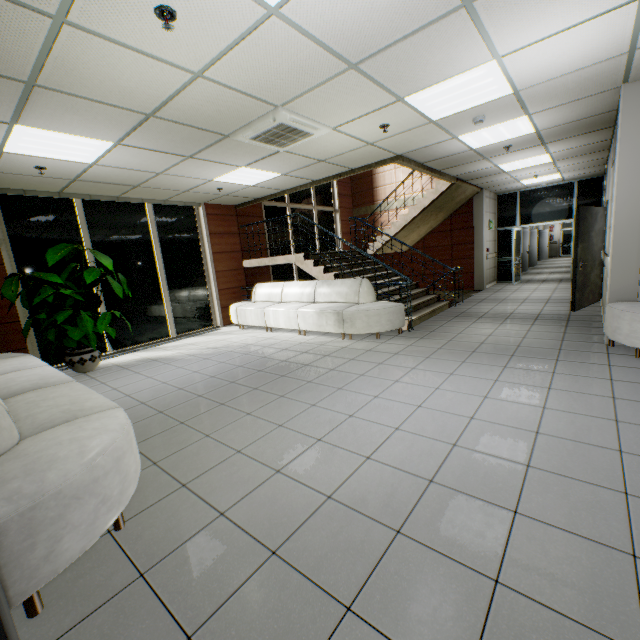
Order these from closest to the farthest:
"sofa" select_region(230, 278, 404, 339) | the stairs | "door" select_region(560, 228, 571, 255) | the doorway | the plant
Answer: the plant
"sofa" select_region(230, 278, 404, 339)
the stairs
the doorway
"door" select_region(560, 228, 571, 255)

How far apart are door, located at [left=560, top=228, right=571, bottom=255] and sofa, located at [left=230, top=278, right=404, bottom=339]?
24.32m

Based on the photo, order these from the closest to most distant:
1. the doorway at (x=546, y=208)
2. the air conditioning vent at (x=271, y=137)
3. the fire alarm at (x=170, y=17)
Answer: the fire alarm at (x=170, y=17)
the air conditioning vent at (x=271, y=137)
the doorway at (x=546, y=208)

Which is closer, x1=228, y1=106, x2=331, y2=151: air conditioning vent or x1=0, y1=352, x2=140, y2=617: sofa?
x1=0, y1=352, x2=140, y2=617: sofa

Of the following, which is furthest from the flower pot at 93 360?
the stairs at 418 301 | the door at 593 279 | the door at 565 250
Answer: the door at 565 250

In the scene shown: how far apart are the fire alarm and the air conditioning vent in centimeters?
155cm

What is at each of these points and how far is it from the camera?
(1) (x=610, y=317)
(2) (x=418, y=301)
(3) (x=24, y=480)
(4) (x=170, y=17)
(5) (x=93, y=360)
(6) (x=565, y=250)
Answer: (1) sofa, 4.2m
(2) stairs, 7.7m
(3) sofa, 1.6m
(4) fire alarm, 2.2m
(5) flower pot, 5.6m
(6) door, 23.6m

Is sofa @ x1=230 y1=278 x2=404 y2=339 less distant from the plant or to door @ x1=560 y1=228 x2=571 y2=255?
the plant
